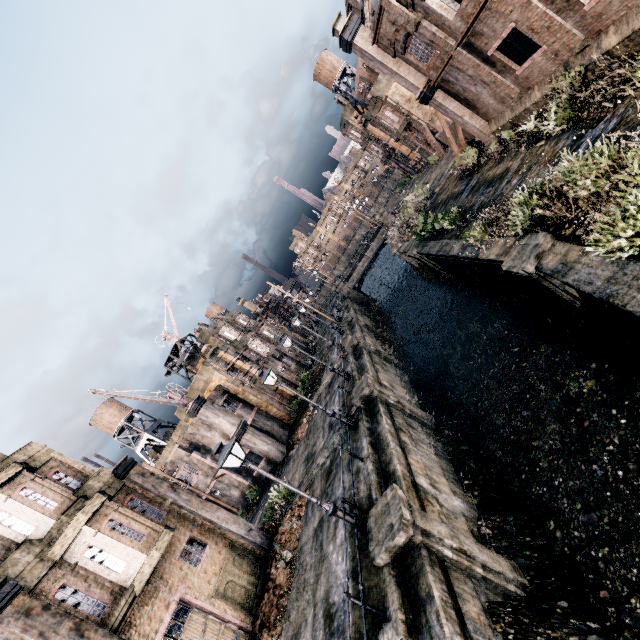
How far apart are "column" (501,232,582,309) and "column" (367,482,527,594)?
8.2 meters

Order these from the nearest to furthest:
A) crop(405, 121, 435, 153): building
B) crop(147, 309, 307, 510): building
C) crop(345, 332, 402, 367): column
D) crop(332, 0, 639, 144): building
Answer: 1. crop(332, 0, 639, 144): building
2. crop(345, 332, 402, 367): column
3. crop(147, 309, 307, 510): building
4. crop(405, 121, 435, 153): building

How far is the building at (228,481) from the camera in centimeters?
2822cm

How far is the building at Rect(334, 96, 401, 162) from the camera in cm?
5053

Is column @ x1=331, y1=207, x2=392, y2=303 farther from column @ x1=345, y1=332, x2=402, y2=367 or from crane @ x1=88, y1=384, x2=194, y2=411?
crane @ x1=88, y1=384, x2=194, y2=411

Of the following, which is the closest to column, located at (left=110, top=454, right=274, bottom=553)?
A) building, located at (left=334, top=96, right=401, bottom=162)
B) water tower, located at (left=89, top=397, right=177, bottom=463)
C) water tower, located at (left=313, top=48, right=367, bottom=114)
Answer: water tower, located at (left=89, top=397, right=177, bottom=463)

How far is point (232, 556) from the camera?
17.00m

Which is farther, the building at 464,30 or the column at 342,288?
the column at 342,288
